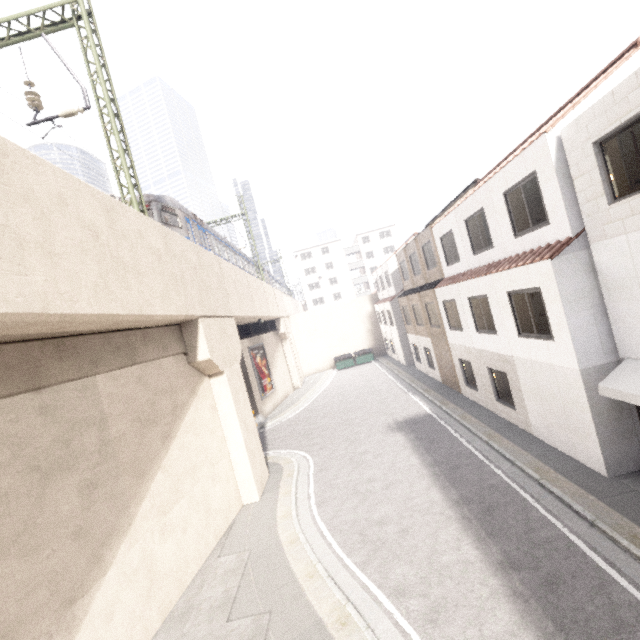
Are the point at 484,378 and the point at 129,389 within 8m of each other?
no

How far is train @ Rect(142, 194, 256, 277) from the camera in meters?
13.6

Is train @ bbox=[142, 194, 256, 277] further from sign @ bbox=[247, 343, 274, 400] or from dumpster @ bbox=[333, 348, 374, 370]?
dumpster @ bbox=[333, 348, 374, 370]

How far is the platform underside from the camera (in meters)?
23.01

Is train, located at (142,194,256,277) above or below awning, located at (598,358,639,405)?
above

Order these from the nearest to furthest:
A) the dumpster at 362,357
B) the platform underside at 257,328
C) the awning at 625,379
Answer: the awning at 625,379, the platform underside at 257,328, the dumpster at 362,357

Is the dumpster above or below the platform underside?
below

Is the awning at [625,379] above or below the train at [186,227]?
below
